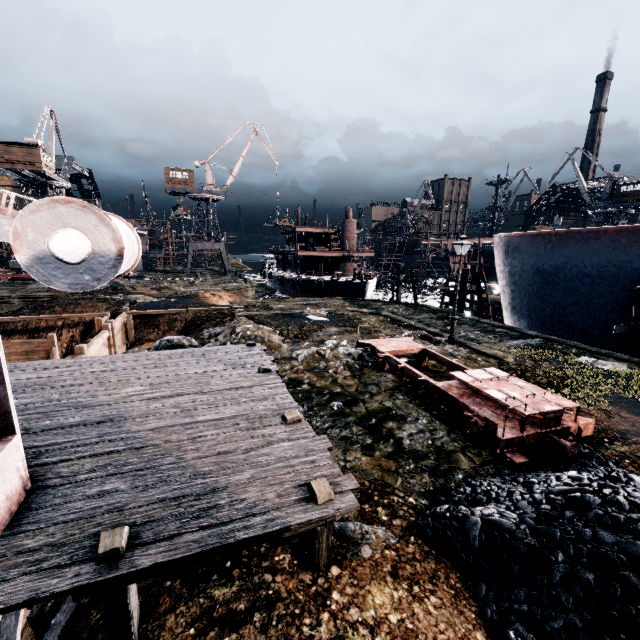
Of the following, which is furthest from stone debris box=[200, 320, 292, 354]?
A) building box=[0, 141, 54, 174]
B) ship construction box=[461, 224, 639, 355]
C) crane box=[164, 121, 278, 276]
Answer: building box=[0, 141, 54, 174]

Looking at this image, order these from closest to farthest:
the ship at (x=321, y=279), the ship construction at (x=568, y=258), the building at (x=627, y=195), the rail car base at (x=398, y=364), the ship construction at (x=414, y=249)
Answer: the rail car base at (x=398, y=364)
the ship construction at (x=568, y=258)
the ship construction at (x=414, y=249)
the ship at (x=321, y=279)
the building at (x=627, y=195)

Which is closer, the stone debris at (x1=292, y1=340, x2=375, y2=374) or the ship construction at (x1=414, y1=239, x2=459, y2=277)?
the stone debris at (x1=292, y1=340, x2=375, y2=374)

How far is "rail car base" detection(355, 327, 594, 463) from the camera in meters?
7.6 m

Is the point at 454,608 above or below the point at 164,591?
above

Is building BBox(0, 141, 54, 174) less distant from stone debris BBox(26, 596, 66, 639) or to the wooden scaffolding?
the wooden scaffolding

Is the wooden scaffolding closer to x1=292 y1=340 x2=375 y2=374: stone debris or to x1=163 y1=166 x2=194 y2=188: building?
x1=292 y1=340 x2=375 y2=374: stone debris

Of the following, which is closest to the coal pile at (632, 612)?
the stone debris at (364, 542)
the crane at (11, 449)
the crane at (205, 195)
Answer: the stone debris at (364, 542)
